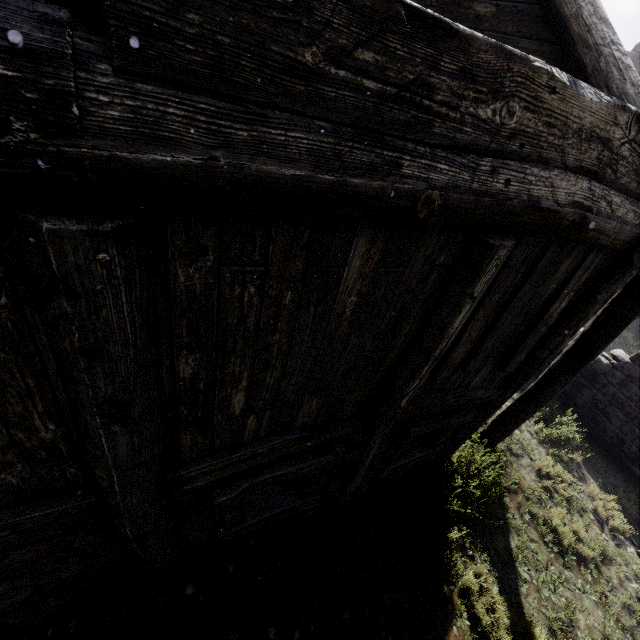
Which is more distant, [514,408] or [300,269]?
[514,408]
